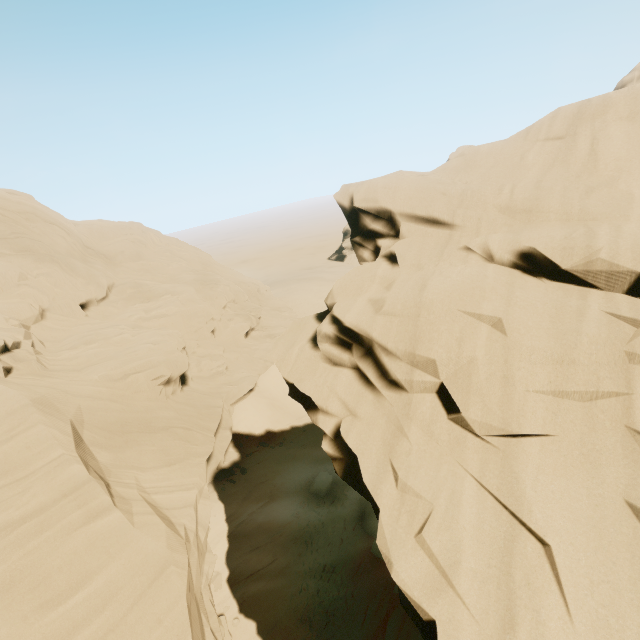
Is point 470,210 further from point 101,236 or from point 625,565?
point 101,236
